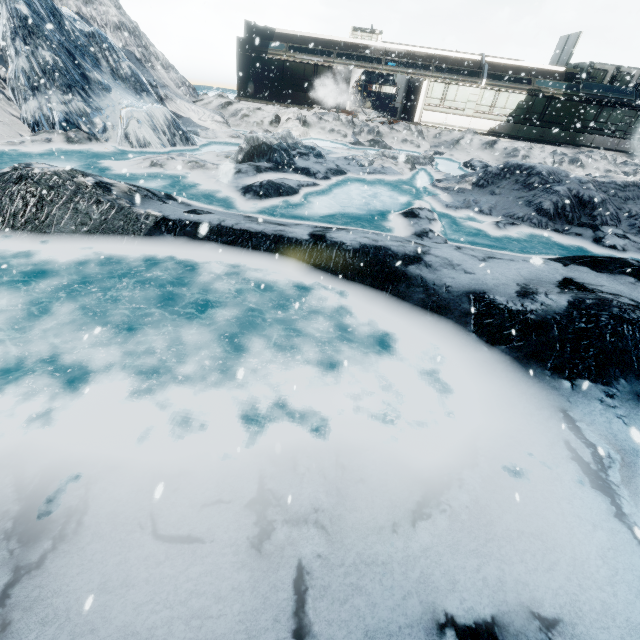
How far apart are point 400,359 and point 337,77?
26.3 meters
